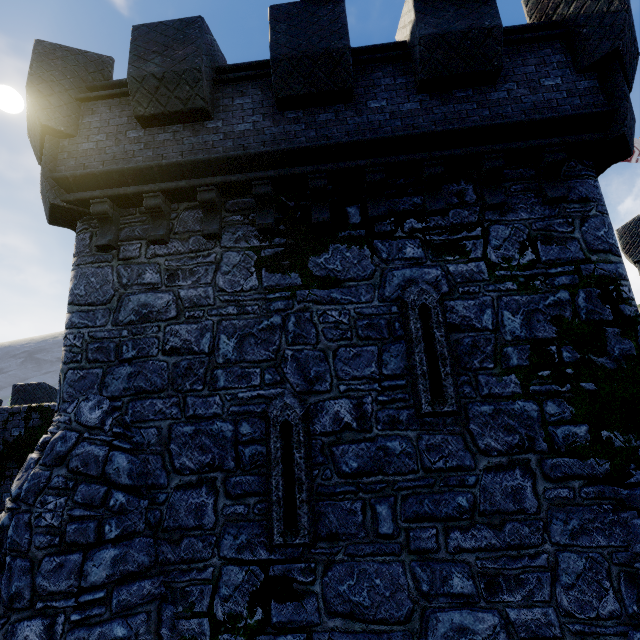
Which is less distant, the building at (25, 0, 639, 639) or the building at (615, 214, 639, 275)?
the building at (25, 0, 639, 639)

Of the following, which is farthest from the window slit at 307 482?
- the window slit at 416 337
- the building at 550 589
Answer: the window slit at 416 337

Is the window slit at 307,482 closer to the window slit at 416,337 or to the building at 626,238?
the building at 626,238

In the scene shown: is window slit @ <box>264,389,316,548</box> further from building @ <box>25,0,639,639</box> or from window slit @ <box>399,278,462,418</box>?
window slit @ <box>399,278,462,418</box>

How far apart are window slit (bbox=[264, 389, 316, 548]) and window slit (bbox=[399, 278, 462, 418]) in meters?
1.5

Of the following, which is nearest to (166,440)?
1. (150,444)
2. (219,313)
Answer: (150,444)
